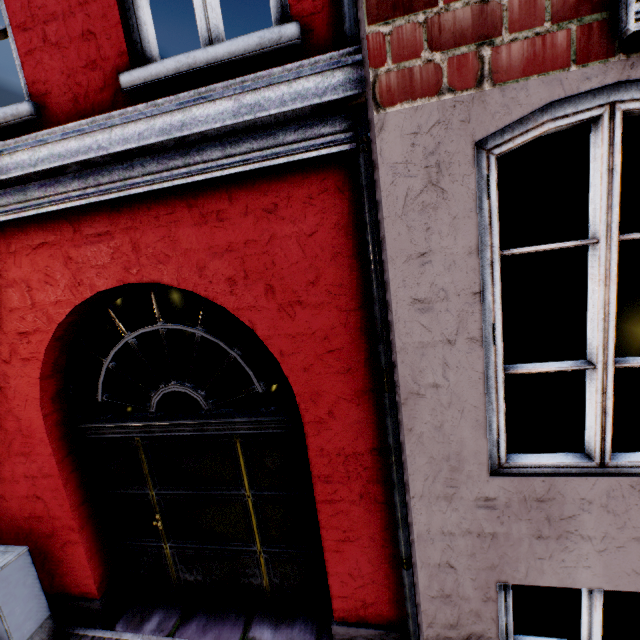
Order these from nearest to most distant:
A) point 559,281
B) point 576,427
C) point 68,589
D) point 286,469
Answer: point 286,469 < point 68,589 < point 576,427 < point 559,281

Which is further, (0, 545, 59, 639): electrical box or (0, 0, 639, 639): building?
(0, 545, 59, 639): electrical box

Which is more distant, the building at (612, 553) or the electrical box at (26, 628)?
the electrical box at (26, 628)
